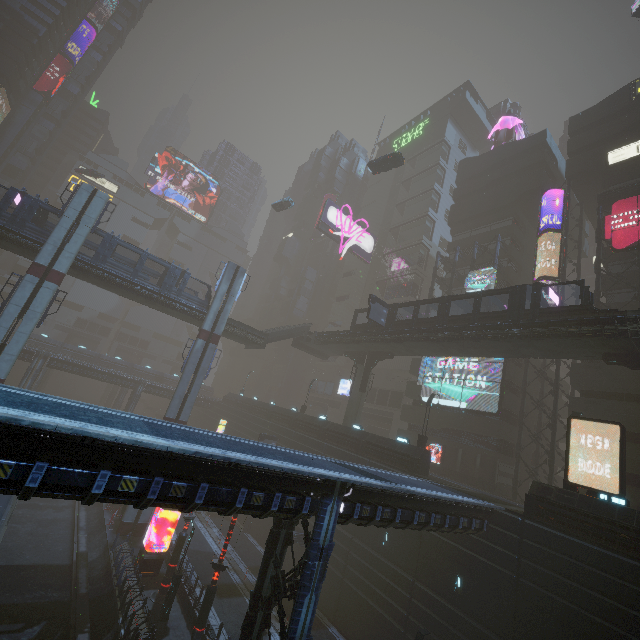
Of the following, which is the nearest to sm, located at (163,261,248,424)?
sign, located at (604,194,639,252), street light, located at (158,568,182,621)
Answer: street light, located at (158,568,182,621)

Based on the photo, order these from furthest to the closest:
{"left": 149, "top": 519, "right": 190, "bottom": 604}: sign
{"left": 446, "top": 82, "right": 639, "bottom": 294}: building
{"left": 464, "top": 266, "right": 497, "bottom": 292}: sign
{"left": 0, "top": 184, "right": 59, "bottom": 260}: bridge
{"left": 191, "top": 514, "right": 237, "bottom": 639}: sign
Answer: {"left": 464, "top": 266, "right": 497, "bottom": 292}: sign → {"left": 446, "top": 82, "right": 639, "bottom": 294}: building → {"left": 0, "top": 184, "right": 59, "bottom": 260}: bridge → {"left": 149, "top": 519, "right": 190, "bottom": 604}: sign → {"left": 191, "top": 514, "right": 237, "bottom": 639}: sign

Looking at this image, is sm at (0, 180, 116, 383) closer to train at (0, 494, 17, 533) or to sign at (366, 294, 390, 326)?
train at (0, 494, 17, 533)

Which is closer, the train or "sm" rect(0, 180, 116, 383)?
the train

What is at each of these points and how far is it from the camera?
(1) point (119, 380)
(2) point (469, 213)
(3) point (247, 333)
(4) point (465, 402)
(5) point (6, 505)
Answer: (1) building, 50.69m
(2) building, 44.22m
(3) bridge, 37.16m
(4) sign, 33.81m
(5) train, 20.30m

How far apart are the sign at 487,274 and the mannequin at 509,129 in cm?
2245

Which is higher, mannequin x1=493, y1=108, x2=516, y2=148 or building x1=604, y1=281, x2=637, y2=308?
mannequin x1=493, y1=108, x2=516, y2=148

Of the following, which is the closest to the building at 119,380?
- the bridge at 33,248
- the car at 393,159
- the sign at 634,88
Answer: the sign at 634,88
